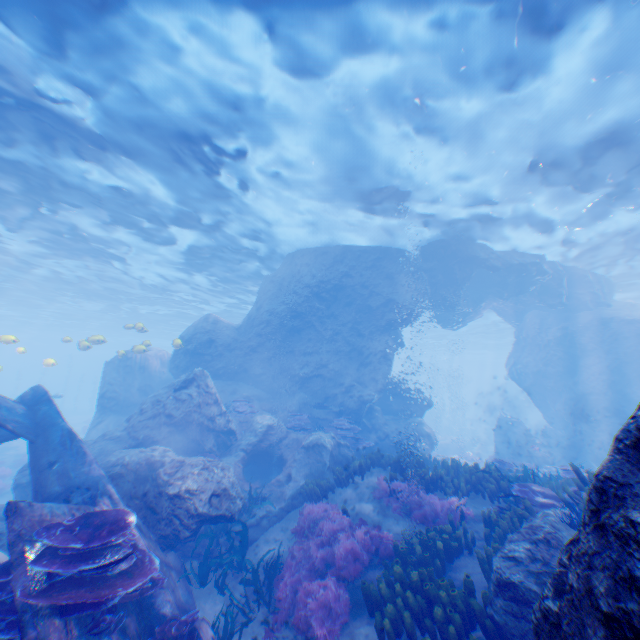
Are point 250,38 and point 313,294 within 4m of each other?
no

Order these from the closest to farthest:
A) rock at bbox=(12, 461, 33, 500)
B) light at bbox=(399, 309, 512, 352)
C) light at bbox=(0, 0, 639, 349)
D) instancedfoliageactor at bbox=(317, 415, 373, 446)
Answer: light at bbox=(0, 0, 639, 349), rock at bbox=(12, 461, 33, 500), instancedfoliageactor at bbox=(317, 415, 373, 446), light at bbox=(399, 309, 512, 352)

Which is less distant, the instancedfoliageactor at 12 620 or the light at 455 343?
the instancedfoliageactor at 12 620

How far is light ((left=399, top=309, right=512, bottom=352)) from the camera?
36.1m

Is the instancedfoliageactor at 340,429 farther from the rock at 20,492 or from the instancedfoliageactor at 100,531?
the instancedfoliageactor at 100,531

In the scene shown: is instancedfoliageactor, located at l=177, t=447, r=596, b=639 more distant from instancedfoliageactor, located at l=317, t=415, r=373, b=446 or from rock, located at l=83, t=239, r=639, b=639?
instancedfoliageactor, located at l=317, t=415, r=373, b=446

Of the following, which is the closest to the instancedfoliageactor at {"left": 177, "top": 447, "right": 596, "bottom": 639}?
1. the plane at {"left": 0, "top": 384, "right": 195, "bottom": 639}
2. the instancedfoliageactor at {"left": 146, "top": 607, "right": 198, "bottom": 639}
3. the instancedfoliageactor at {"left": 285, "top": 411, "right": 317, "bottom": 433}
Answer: the plane at {"left": 0, "top": 384, "right": 195, "bottom": 639}

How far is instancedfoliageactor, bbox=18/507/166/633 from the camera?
4.2 meters
